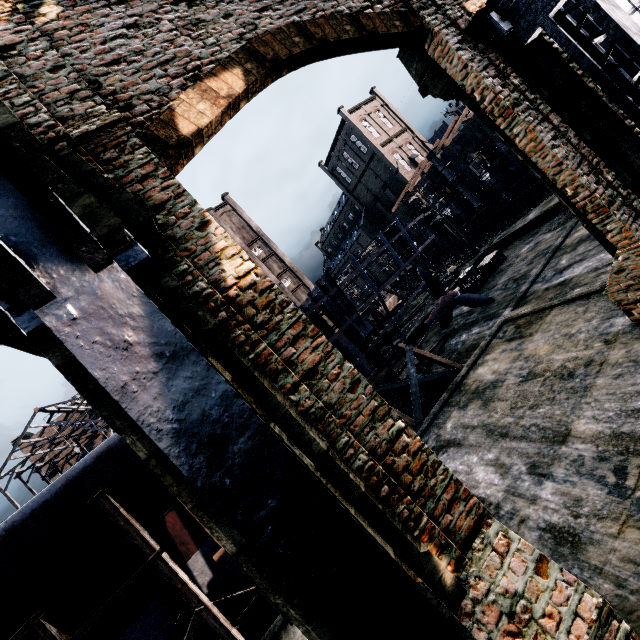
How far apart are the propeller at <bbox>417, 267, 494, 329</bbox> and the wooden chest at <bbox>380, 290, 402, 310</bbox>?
19.7 meters

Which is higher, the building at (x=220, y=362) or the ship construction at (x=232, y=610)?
the building at (x=220, y=362)

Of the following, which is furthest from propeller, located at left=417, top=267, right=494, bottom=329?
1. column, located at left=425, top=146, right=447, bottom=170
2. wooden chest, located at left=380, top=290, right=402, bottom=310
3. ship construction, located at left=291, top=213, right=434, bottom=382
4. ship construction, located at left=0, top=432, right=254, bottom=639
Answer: column, located at left=425, top=146, right=447, bottom=170

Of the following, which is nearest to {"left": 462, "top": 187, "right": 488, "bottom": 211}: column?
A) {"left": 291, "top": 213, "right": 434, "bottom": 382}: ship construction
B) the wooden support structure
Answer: {"left": 291, "top": 213, "right": 434, "bottom": 382}: ship construction

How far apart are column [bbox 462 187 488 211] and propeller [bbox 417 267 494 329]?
22.4m

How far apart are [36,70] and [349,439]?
7.6 meters

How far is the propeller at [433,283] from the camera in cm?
2094

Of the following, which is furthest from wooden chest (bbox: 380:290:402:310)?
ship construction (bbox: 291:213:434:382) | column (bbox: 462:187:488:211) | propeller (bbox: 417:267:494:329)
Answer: ship construction (bbox: 291:213:434:382)
